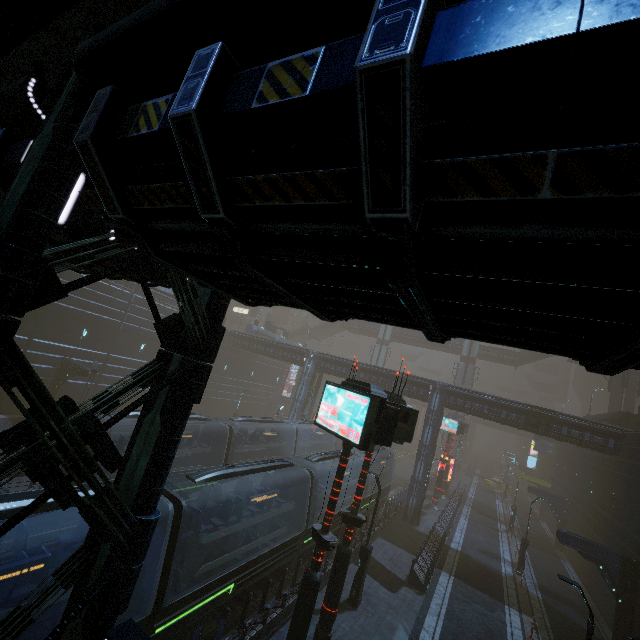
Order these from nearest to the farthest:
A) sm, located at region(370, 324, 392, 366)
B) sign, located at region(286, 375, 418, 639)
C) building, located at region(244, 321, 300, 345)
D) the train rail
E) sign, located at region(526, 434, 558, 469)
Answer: sign, located at region(286, 375, 418, 639)
the train rail
sign, located at region(526, 434, 558, 469)
building, located at region(244, 321, 300, 345)
sm, located at region(370, 324, 392, 366)

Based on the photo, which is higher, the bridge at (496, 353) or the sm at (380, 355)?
the bridge at (496, 353)

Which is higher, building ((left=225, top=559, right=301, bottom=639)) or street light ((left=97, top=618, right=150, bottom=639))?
street light ((left=97, top=618, right=150, bottom=639))

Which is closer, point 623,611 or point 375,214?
point 375,214

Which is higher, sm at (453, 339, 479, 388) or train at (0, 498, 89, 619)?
sm at (453, 339, 479, 388)

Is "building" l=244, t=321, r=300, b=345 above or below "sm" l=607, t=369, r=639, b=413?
below

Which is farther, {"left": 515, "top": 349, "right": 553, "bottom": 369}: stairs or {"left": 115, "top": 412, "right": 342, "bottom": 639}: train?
{"left": 515, "top": 349, "right": 553, "bottom": 369}: stairs

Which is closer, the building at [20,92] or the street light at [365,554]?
the building at [20,92]
